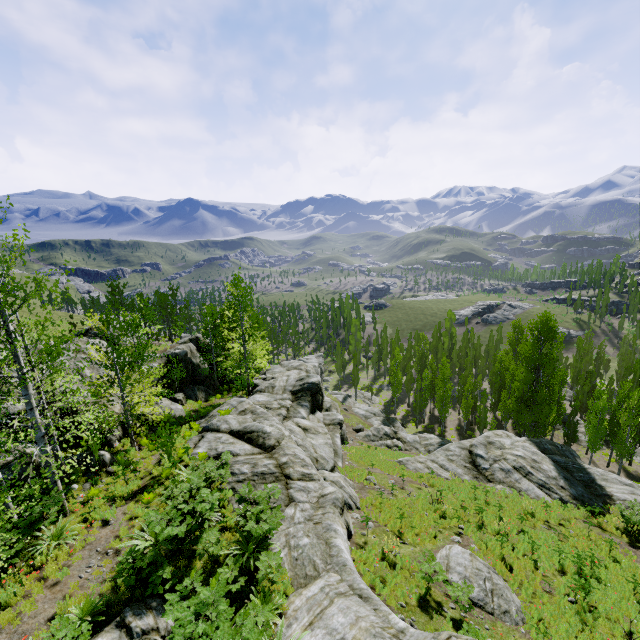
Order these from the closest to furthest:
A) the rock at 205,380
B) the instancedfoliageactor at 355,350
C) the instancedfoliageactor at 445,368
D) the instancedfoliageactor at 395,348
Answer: the rock at 205,380
the instancedfoliageactor at 445,368
the instancedfoliageactor at 395,348
the instancedfoliageactor at 355,350

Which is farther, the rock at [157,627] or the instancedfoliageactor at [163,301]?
the instancedfoliageactor at [163,301]

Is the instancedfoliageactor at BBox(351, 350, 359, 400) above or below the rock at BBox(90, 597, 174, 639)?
below

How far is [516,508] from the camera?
19.7m

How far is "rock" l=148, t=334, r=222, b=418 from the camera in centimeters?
2456cm

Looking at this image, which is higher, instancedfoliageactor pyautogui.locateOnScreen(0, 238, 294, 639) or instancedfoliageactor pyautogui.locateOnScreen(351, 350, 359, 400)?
instancedfoliageactor pyautogui.locateOnScreen(0, 238, 294, 639)

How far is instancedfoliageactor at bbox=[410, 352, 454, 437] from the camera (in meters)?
41.44
